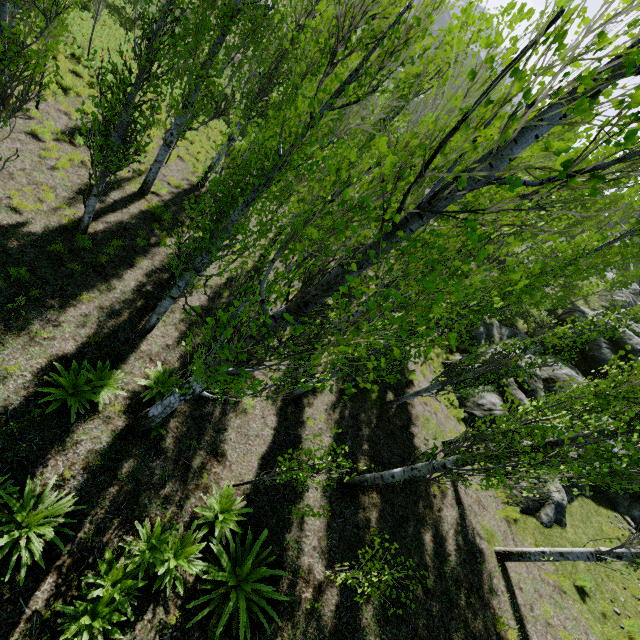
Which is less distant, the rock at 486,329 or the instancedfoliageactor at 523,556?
the instancedfoliageactor at 523,556

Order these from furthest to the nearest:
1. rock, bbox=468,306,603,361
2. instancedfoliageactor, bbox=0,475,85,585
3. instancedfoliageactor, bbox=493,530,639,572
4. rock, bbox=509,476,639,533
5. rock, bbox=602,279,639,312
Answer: rock, bbox=602,279,639,312, rock, bbox=468,306,603,361, rock, bbox=509,476,639,533, instancedfoliageactor, bbox=493,530,639,572, instancedfoliageactor, bbox=0,475,85,585

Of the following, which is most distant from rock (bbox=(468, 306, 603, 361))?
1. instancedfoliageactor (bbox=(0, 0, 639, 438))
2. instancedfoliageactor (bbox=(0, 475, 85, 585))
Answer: instancedfoliageactor (bbox=(0, 475, 85, 585))

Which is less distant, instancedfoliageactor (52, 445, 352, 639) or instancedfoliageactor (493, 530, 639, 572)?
instancedfoliageactor (52, 445, 352, 639)

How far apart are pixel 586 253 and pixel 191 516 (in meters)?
13.38

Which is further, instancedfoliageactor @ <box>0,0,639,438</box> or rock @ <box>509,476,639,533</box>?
rock @ <box>509,476,639,533</box>

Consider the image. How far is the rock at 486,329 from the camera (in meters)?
18.84

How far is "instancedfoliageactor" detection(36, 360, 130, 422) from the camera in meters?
6.2 m
